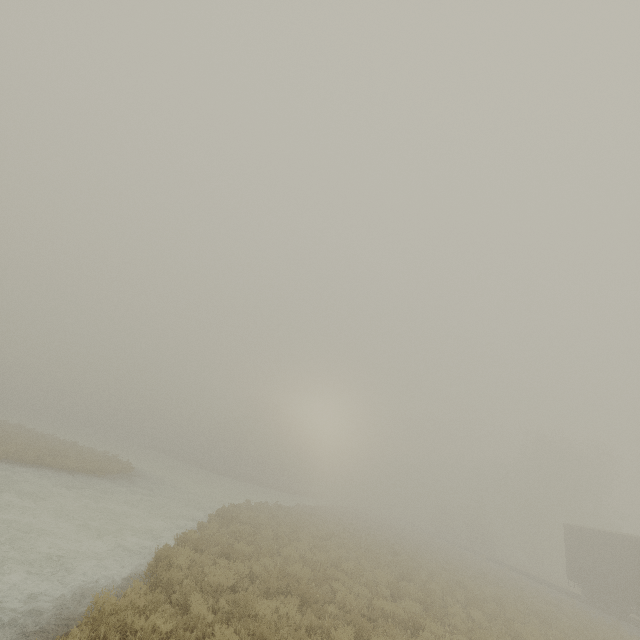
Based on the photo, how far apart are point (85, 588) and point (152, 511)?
10.6m
